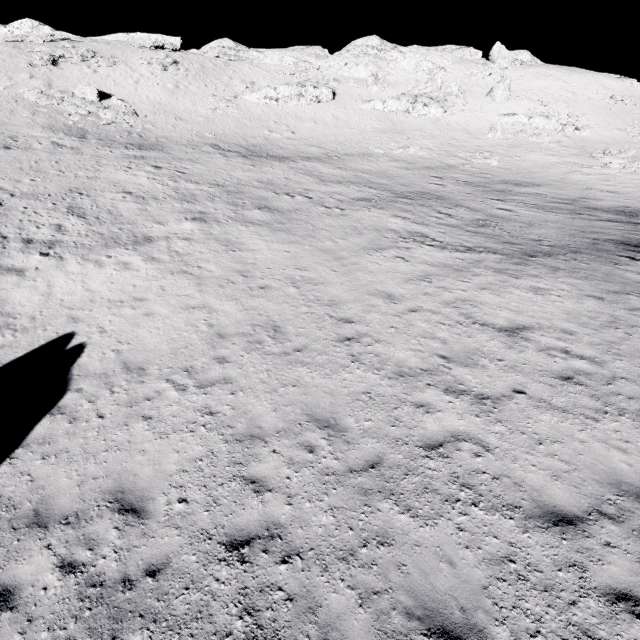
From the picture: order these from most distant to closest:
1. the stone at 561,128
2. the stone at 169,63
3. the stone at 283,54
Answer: the stone at 283,54 → the stone at 169,63 → the stone at 561,128

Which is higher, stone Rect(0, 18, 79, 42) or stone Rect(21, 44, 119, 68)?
stone Rect(0, 18, 79, 42)

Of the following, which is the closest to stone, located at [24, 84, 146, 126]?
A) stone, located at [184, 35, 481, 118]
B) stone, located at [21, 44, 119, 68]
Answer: stone, located at [21, 44, 119, 68]

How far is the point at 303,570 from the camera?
5.14m

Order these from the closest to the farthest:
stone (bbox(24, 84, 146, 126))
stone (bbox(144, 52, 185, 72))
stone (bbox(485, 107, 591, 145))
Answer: stone (bbox(24, 84, 146, 126)) → stone (bbox(485, 107, 591, 145)) → stone (bbox(144, 52, 185, 72))

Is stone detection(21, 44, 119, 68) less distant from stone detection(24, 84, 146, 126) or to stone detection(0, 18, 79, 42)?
stone detection(24, 84, 146, 126)

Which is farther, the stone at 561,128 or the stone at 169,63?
the stone at 169,63

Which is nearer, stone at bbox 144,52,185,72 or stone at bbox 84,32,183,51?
stone at bbox 144,52,185,72
